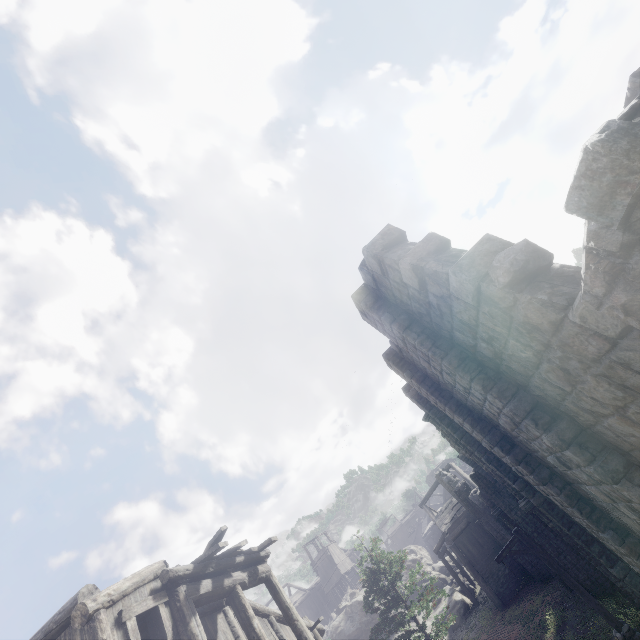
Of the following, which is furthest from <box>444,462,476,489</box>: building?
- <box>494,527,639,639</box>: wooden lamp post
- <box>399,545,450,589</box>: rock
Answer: <box>494,527,639,639</box>: wooden lamp post

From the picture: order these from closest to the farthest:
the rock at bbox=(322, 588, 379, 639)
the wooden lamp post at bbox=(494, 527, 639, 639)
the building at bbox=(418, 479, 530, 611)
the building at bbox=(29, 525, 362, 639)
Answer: the building at bbox=(29, 525, 362, 639)
the wooden lamp post at bbox=(494, 527, 639, 639)
the building at bbox=(418, 479, 530, 611)
the rock at bbox=(322, 588, 379, 639)

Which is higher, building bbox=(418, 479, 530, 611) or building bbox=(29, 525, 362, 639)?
building bbox=(29, 525, 362, 639)

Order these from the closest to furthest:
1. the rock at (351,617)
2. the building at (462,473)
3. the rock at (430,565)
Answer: the building at (462,473) → the rock at (351,617) → the rock at (430,565)

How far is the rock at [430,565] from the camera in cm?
3456

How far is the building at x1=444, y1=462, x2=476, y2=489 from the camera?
27.2m

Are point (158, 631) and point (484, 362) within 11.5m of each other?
yes

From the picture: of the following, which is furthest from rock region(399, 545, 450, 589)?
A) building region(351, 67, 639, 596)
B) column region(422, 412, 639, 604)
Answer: column region(422, 412, 639, 604)
